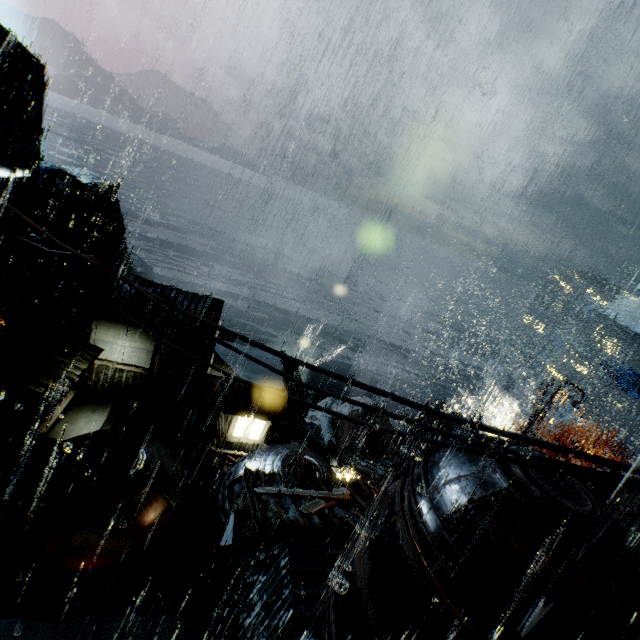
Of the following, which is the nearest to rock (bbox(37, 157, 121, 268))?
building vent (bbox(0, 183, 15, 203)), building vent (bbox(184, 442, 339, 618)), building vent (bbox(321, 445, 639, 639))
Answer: building vent (bbox(0, 183, 15, 203))

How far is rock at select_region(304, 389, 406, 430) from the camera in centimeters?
4975cm

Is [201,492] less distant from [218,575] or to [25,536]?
[25,536]

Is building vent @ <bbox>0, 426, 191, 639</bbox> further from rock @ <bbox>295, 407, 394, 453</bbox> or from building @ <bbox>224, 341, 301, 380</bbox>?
rock @ <bbox>295, 407, 394, 453</bbox>

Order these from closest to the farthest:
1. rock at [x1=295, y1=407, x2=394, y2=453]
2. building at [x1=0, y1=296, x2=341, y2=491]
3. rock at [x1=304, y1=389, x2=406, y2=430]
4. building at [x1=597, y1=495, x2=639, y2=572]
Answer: building at [x1=597, y1=495, x2=639, y2=572]
building at [x1=0, y1=296, x2=341, y2=491]
rock at [x1=295, y1=407, x2=394, y2=453]
rock at [x1=304, y1=389, x2=406, y2=430]

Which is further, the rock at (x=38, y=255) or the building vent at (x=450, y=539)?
the rock at (x=38, y=255)

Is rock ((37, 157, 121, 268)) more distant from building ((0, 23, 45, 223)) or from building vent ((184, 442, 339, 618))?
building vent ((184, 442, 339, 618))

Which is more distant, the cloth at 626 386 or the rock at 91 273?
the rock at 91 273
